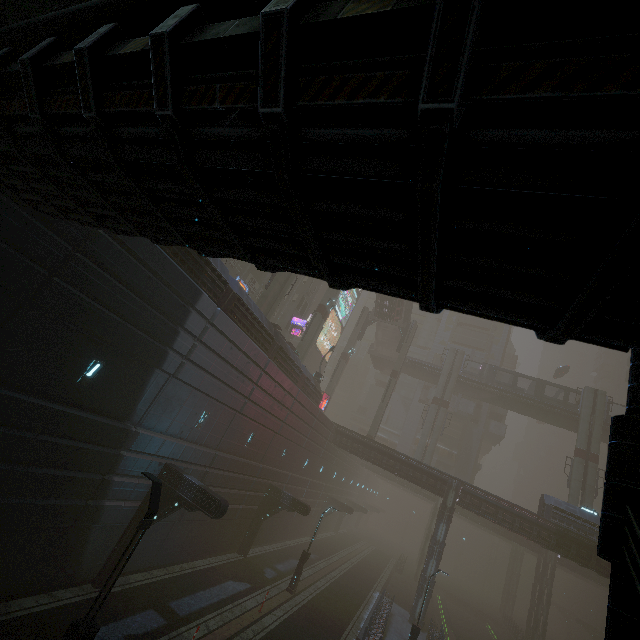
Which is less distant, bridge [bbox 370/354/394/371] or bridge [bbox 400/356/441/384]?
bridge [bbox 400/356/441/384]

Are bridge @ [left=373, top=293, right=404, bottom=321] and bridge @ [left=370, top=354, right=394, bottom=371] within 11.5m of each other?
yes

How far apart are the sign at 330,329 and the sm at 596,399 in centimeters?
3362cm

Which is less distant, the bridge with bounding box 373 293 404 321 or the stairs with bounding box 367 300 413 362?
the bridge with bounding box 373 293 404 321

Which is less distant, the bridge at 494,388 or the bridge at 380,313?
the bridge at 494,388

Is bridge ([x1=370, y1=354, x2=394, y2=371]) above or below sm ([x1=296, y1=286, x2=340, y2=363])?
above

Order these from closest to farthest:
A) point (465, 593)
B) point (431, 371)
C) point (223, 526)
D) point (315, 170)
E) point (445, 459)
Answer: point (315, 170) < point (223, 526) < point (431, 371) < point (445, 459) < point (465, 593)

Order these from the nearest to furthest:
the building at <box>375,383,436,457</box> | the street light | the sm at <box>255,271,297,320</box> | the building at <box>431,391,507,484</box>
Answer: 1. the street light
2. the sm at <box>255,271,297,320</box>
3. the building at <box>431,391,507,484</box>
4. the building at <box>375,383,436,457</box>
